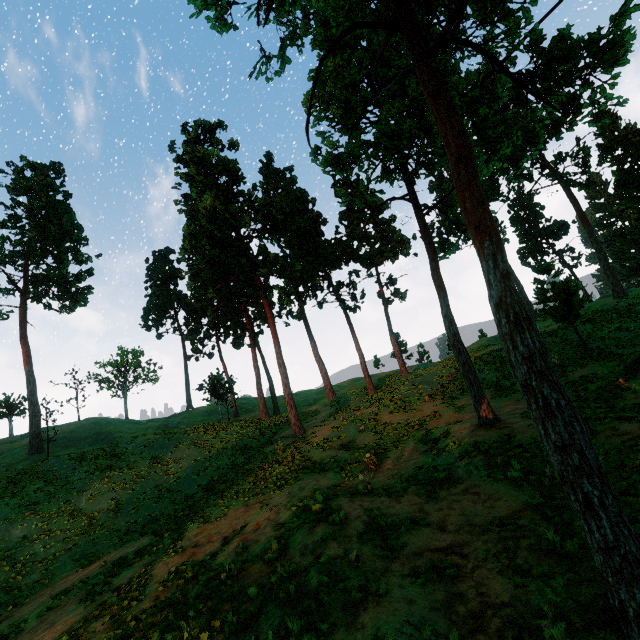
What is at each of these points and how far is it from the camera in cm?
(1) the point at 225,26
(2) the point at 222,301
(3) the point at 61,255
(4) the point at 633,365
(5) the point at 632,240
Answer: (1) treerock, 604
(2) treerock, 3881
(3) treerock, 3772
(4) treerock, 1430
(5) treerock, 5994

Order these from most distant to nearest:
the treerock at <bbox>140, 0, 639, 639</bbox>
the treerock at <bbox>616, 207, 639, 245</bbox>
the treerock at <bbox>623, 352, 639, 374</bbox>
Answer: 1. the treerock at <bbox>616, 207, 639, 245</bbox>
2. the treerock at <bbox>623, 352, 639, 374</bbox>
3. the treerock at <bbox>140, 0, 639, 639</bbox>

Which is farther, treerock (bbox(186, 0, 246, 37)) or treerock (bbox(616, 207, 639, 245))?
treerock (bbox(616, 207, 639, 245))

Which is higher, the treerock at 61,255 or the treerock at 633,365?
the treerock at 61,255
